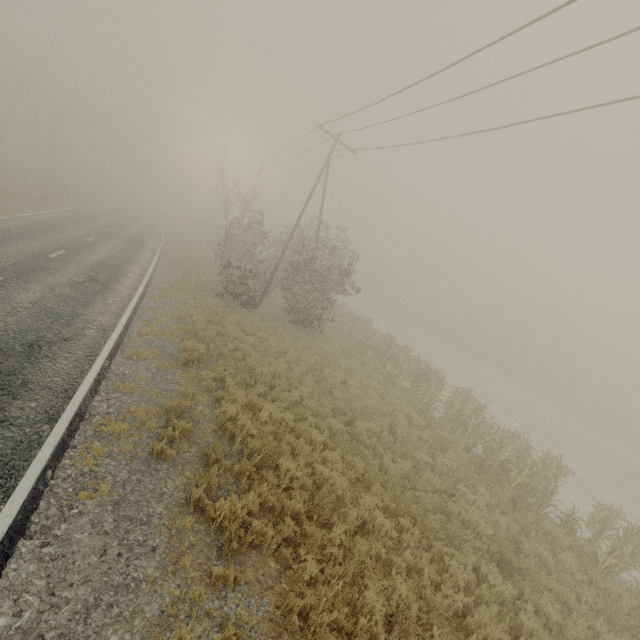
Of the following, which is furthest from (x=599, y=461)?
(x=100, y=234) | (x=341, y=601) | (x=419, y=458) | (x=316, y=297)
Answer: (x=100, y=234)

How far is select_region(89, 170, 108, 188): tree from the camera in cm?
5741

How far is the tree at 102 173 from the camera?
57.4m
